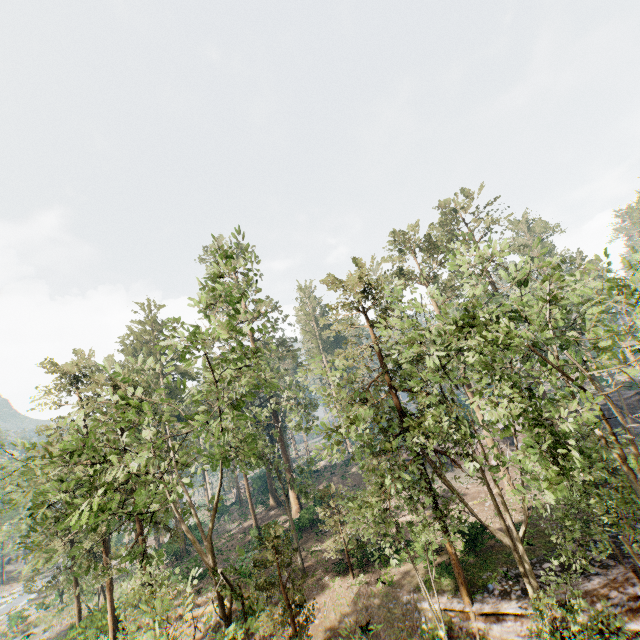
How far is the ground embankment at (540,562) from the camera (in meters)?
A: 16.55

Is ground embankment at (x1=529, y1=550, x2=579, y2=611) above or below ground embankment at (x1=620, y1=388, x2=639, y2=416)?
below

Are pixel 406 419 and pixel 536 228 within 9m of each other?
no

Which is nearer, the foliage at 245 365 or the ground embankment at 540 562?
the foliage at 245 365

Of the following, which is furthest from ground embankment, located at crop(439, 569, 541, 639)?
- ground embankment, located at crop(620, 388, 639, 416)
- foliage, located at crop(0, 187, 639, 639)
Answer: ground embankment, located at crop(620, 388, 639, 416)

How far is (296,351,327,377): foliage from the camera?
17.4m

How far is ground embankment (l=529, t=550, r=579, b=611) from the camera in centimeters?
1655cm
